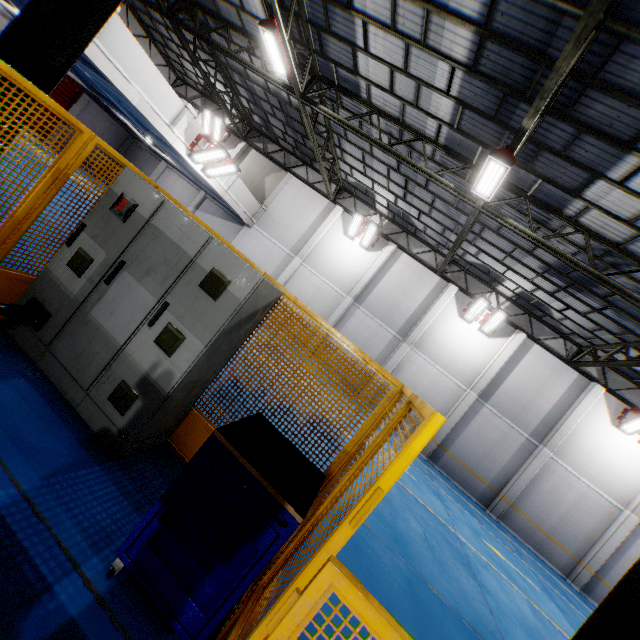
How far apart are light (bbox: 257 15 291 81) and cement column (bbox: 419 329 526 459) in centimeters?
1480cm

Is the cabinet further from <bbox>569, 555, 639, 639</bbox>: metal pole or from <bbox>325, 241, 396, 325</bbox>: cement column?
<bbox>325, 241, 396, 325</bbox>: cement column

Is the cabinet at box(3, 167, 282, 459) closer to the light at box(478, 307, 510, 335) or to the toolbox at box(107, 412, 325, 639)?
the toolbox at box(107, 412, 325, 639)

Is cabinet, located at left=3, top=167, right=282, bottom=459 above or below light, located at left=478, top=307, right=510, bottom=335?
below

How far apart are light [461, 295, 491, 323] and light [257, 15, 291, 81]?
12.2m

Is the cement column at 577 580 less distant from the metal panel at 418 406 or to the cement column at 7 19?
the metal panel at 418 406

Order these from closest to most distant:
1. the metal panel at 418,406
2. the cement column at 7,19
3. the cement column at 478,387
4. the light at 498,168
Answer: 1. the metal panel at 418,406
2. the light at 498,168
3. the cement column at 7,19
4. the cement column at 478,387

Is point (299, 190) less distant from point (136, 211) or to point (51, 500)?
point (136, 211)
